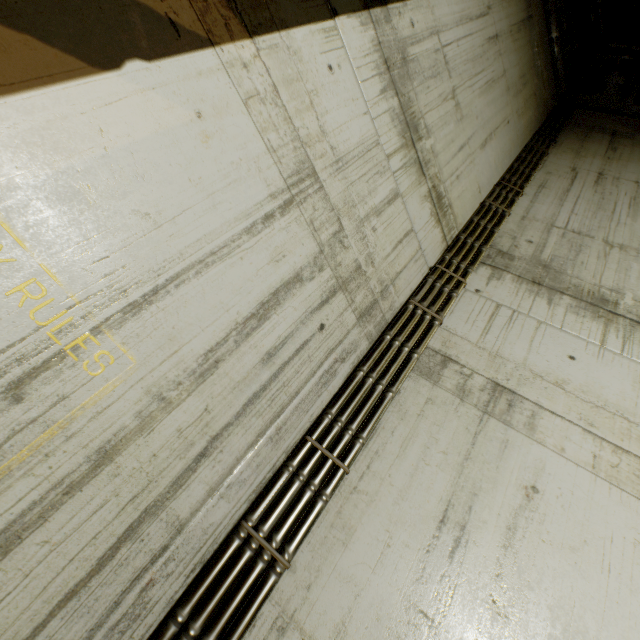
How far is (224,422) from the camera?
1.71m
